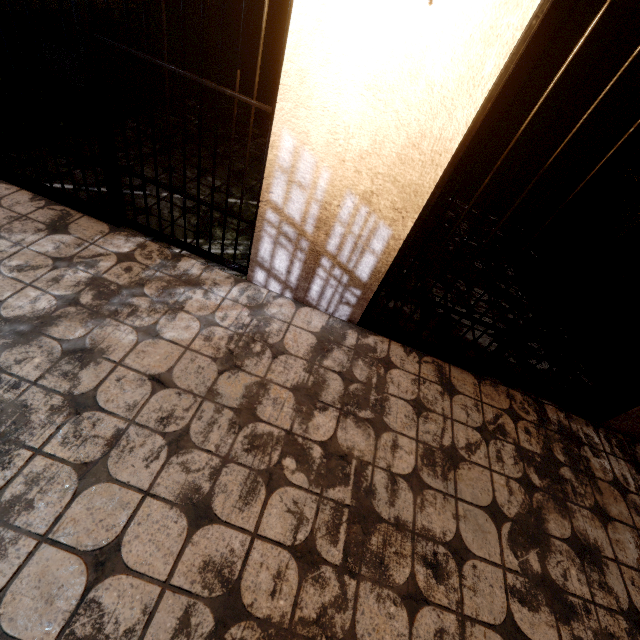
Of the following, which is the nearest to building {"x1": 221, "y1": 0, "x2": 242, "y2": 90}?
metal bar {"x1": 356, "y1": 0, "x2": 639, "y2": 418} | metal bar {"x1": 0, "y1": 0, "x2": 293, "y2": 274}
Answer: metal bar {"x1": 0, "y1": 0, "x2": 293, "y2": 274}

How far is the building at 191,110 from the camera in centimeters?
314cm

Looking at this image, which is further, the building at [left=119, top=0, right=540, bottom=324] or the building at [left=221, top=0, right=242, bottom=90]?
the building at [left=221, top=0, right=242, bottom=90]

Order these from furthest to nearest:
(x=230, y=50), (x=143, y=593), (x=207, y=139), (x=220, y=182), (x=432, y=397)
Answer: (x=230, y=50)
(x=207, y=139)
(x=220, y=182)
(x=432, y=397)
(x=143, y=593)

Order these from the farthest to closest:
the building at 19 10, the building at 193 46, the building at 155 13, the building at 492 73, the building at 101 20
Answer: the building at 193 46, the building at 155 13, the building at 101 20, the building at 19 10, the building at 492 73

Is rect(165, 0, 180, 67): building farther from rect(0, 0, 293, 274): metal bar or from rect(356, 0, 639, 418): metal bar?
rect(356, 0, 639, 418): metal bar

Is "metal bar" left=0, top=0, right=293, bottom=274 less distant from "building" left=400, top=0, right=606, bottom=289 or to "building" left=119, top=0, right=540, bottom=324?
"building" left=119, top=0, right=540, bottom=324
